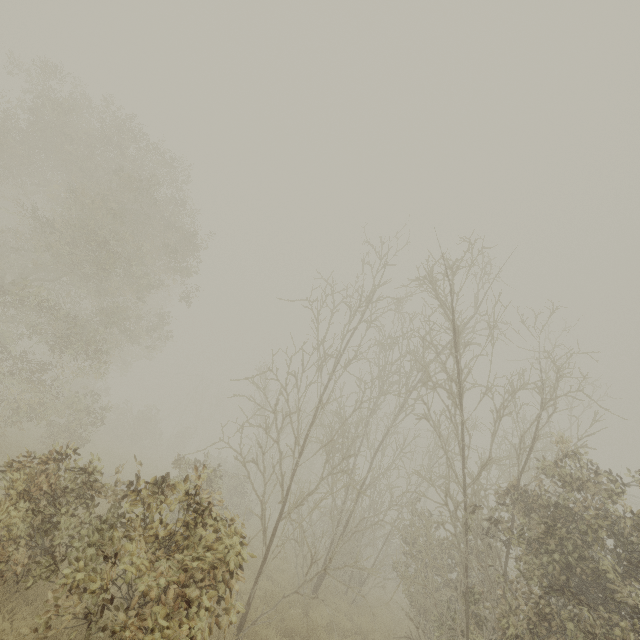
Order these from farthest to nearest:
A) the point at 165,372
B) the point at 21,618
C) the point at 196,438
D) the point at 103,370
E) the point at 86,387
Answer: the point at 165,372 < the point at 196,438 < the point at 103,370 < the point at 86,387 < the point at 21,618
